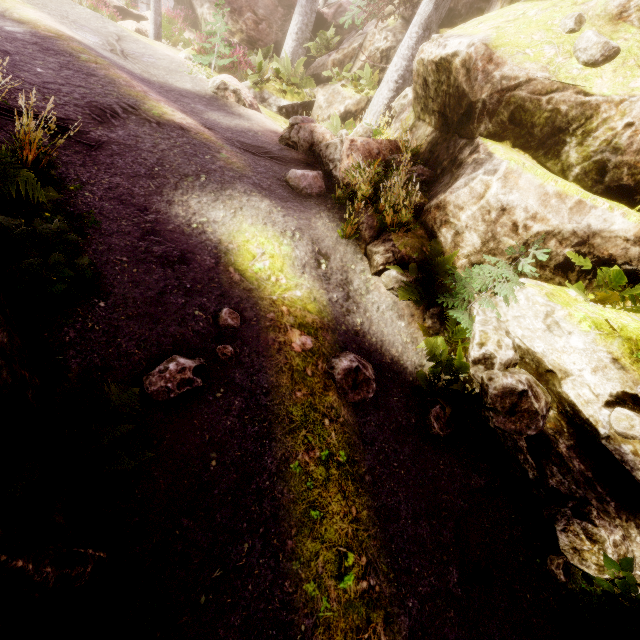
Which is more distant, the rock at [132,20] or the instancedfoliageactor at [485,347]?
the rock at [132,20]

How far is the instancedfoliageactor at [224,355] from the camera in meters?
4.4

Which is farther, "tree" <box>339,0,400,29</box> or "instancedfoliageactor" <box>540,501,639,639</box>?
"tree" <box>339,0,400,29</box>

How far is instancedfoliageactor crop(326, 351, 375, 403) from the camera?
4.9m

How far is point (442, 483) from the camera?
4.9m

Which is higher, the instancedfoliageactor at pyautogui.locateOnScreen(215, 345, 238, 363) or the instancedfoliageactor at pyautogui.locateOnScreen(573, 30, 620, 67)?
the instancedfoliageactor at pyautogui.locateOnScreen(573, 30, 620, 67)

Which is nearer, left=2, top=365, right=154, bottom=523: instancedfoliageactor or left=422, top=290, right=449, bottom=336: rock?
left=2, top=365, right=154, bottom=523: instancedfoliageactor
